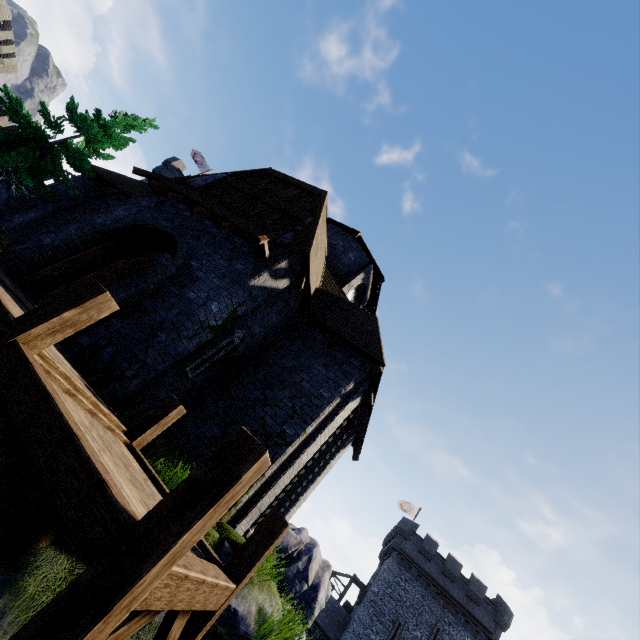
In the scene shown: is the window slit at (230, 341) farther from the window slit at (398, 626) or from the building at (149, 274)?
the window slit at (398, 626)

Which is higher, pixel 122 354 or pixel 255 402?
pixel 255 402

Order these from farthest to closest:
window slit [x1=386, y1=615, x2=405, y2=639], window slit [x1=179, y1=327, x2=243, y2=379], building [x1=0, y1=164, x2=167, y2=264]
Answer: window slit [x1=386, y1=615, x2=405, y2=639]
building [x1=0, y1=164, x2=167, y2=264]
window slit [x1=179, y1=327, x2=243, y2=379]

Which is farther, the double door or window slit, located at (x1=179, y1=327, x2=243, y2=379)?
window slit, located at (x1=179, y1=327, x2=243, y2=379)

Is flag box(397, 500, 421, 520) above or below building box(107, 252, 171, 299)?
above

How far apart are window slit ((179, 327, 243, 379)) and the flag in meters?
41.0

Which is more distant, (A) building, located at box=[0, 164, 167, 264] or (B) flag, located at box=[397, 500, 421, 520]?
(B) flag, located at box=[397, 500, 421, 520]
